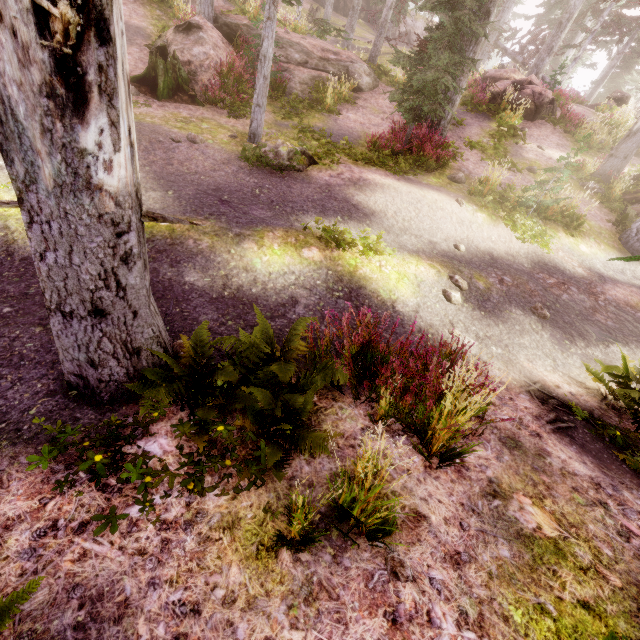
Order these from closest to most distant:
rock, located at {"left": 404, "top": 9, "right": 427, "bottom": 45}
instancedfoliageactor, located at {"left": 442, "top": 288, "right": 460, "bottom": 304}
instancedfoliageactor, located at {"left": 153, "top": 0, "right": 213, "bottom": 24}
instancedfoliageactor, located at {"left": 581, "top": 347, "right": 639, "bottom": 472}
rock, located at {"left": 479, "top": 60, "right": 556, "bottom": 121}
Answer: instancedfoliageactor, located at {"left": 581, "top": 347, "right": 639, "bottom": 472}
instancedfoliageactor, located at {"left": 442, "top": 288, "right": 460, "bottom": 304}
instancedfoliageactor, located at {"left": 153, "top": 0, "right": 213, "bottom": 24}
rock, located at {"left": 479, "top": 60, "right": 556, "bottom": 121}
rock, located at {"left": 404, "top": 9, "right": 427, "bottom": 45}

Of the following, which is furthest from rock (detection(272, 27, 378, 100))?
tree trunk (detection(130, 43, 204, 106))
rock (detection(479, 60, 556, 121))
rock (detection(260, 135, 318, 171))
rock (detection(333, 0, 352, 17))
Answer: rock (detection(333, 0, 352, 17))

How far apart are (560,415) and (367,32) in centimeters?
4224cm

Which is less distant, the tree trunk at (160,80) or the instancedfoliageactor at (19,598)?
the instancedfoliageactor at (19,598)

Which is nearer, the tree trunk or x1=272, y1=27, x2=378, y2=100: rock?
the tree trunk

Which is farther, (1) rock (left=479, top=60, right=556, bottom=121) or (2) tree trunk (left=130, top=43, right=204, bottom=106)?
(1) rock (left=479, top=60, right=556, bottom=121)

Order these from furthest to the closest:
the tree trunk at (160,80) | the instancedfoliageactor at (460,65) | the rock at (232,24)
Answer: the rock at (232,24), the tree trunk at (160,80), the instancedfoliageactor at (460,65)

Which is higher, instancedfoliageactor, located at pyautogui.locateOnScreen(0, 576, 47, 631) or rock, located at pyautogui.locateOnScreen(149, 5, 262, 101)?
rock, located at pyautogui.locateOnScreen(149, 5, 262, 101)
